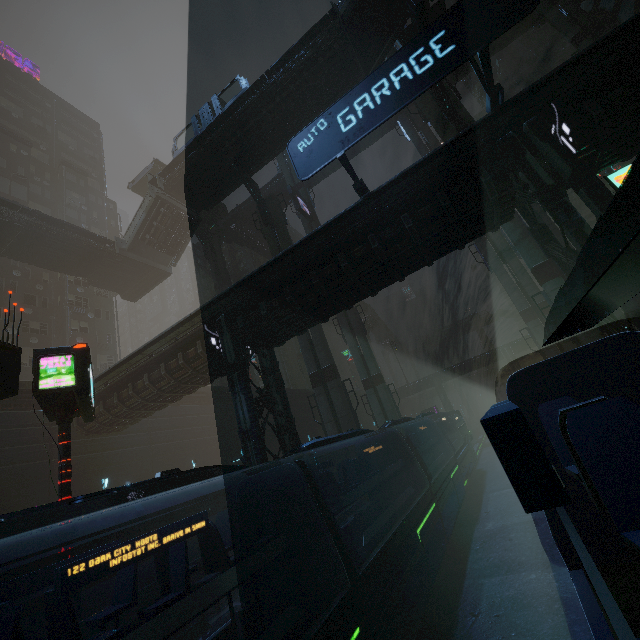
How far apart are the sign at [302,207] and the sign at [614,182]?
30.2 meters

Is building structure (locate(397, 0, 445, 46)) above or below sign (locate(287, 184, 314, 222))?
below

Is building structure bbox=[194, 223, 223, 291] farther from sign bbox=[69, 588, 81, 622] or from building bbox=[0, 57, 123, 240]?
sign bbox=[69, 588, 81, 622]

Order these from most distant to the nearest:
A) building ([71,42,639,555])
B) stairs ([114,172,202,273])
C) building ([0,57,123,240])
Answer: building ([0,57,123,240]) < stairs ([114,172,202,273]) < building ([71,42,639,555])

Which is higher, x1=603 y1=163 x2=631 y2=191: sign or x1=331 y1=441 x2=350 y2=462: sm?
x1=603 y1=163 x2=631 y2=191: sign

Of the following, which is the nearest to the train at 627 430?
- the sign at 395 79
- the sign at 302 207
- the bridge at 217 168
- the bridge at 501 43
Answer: the sign at 395 79

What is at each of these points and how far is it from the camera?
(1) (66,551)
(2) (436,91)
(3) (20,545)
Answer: (1) sign, 7.6m
(2) building structure, 21.6m
(3) building, 15.3m

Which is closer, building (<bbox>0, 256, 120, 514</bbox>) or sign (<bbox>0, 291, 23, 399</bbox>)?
sign (<bbox>0, 291, 23, 399</bbox>)
